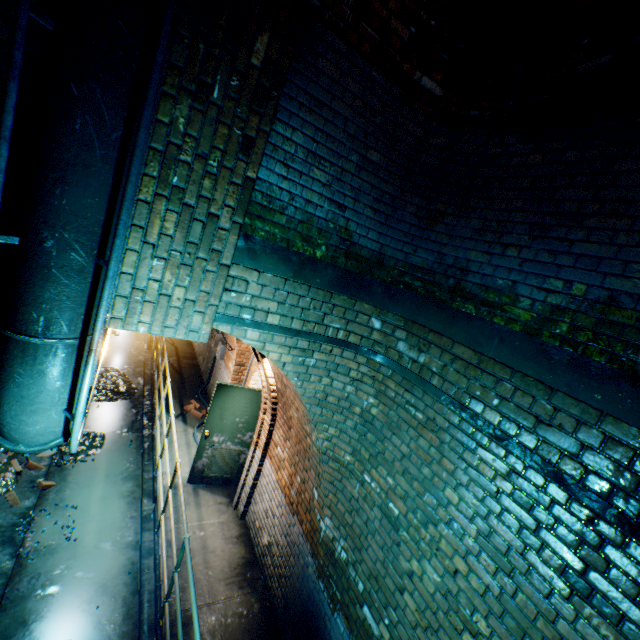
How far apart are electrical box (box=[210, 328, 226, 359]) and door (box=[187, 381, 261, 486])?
3.1 meters

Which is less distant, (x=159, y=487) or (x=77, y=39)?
(x=77, y=39)

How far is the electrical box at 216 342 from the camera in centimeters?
838cm

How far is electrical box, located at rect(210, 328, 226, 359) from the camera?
8.4m

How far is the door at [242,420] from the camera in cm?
→ 571

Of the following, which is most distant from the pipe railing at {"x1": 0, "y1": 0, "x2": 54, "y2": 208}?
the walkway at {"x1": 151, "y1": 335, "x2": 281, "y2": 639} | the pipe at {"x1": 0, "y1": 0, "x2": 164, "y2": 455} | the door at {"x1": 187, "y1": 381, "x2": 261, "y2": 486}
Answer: the door at {"x1": 187, "y1": 381, "x2": 261, "y2": 486}

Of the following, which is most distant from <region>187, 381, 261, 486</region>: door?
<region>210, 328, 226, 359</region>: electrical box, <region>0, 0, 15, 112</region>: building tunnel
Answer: <region>210, 328, 226, 359</region>: electrical box

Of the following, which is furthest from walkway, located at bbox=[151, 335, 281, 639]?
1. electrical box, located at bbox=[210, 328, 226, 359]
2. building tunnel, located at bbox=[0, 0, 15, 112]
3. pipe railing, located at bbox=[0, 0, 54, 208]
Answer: electrical box, located at bbox=[210, 328, 226, 359]
